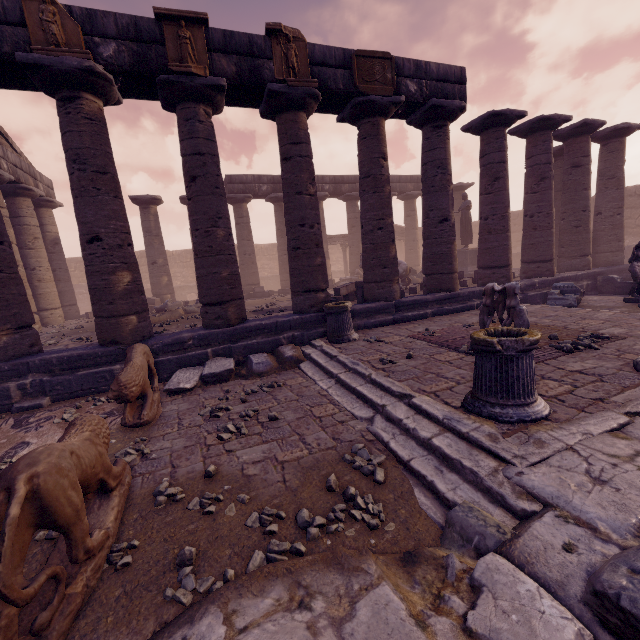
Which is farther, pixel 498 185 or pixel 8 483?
pixel 498 185

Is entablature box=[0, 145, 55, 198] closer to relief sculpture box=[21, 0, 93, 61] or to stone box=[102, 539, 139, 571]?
relief sculpture box=[21, 0, 93, 61]

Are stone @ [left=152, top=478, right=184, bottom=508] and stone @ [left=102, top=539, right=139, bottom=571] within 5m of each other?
yes

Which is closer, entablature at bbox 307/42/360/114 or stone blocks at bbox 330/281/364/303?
entablature at bbox 307/42/360/114

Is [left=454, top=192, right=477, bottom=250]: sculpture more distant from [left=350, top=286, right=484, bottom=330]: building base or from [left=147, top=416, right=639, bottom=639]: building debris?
[left=147, top=416, right=639, bottom=639]: building debris

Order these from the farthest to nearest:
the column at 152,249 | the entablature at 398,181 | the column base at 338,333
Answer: the entablature at 398,181
the column at 152,249
the column base at 338,333

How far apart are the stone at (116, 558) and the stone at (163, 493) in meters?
0.4

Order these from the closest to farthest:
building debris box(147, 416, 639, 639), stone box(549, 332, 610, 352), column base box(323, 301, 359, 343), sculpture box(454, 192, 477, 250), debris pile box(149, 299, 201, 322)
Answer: building debris box(147, 416, 639, 639) → stone box(549, 332, 610, 352) → column base box(323, 301, 359, 343) → debris pile box(149, 299, 201, 322) → sculpture box(454, 192, 477, 250)
